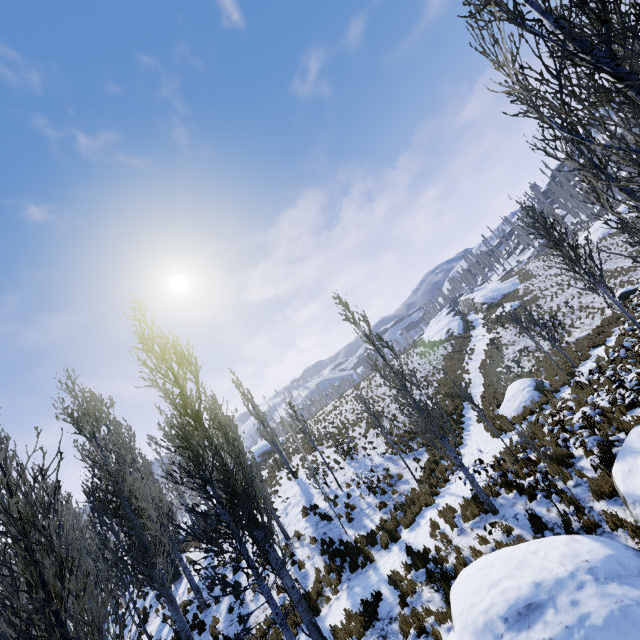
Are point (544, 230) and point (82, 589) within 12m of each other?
no

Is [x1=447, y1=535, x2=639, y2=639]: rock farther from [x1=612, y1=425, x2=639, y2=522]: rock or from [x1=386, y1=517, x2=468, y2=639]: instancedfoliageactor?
[x1=386, y1=517, x2=468, y2=639]: instancedfoliageactor

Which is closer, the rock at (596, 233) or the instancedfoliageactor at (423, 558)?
the instancedfoliageactor at (423, 558)

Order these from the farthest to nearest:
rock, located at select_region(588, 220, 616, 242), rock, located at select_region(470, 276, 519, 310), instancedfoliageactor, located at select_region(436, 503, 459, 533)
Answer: rock, located at select_region(470, 276, 519, 310), rock, located at select_region(588, 220, 616, 242), instancedfoliageactor, located at select_region(436, 503, 459, 533)

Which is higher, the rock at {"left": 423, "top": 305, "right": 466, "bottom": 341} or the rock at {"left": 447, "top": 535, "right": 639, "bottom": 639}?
the rock at {"left": 423, "top": 305, "right": 466, "bottom": 341}

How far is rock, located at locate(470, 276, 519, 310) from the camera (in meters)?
46.72

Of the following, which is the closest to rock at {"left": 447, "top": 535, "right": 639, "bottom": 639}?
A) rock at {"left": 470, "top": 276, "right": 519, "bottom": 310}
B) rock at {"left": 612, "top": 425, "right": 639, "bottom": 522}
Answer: rock at {"left": 612, "top": 425, "right": 639, "bottom": 522}

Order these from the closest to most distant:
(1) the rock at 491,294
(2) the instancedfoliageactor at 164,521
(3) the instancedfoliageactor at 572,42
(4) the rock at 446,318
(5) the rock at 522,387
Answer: (3) the instancedfoliageactor at 572,42, (2) the instancedfoliageactor at 164,521, (5) the rock at 522,387, (4) the rock at 446,318, (1) the rock at 491,294
